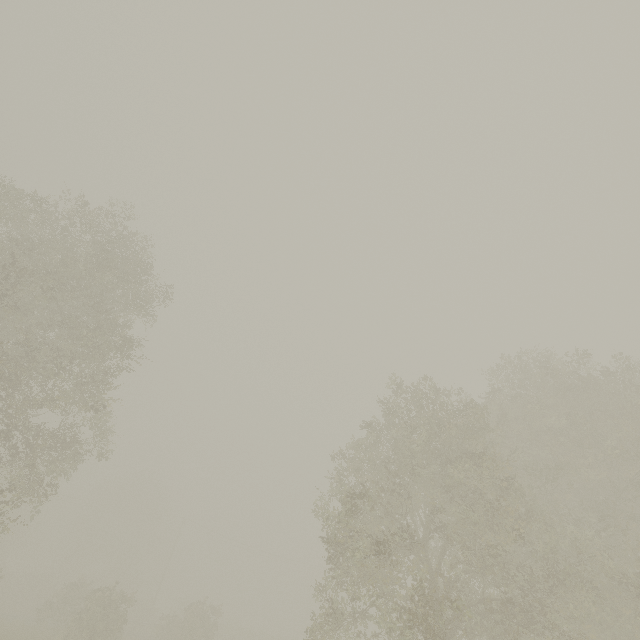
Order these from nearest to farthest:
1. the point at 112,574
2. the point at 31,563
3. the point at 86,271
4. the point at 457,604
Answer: the point at 457,604
the point at 86,271
the point at 112,574
the point at 31,563
